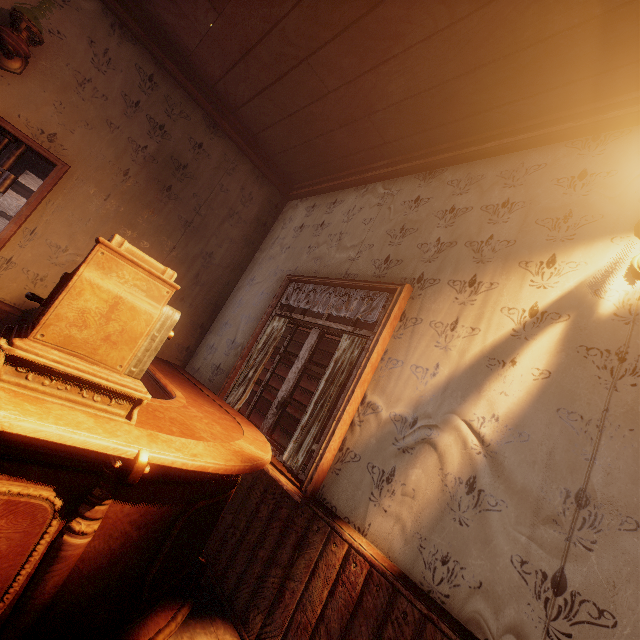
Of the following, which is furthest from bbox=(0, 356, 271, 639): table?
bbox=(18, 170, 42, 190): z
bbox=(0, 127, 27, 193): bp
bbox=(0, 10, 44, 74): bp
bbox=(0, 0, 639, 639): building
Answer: bbox=(0, 10, 44, 74): bp

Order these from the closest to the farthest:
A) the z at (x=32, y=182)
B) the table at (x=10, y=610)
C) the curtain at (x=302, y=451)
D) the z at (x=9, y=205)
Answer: the table at (x=10, y=610) → the curtain at (x=302, y=451) → the z at (x=9, y=205) → the z at (x=32, y=182)

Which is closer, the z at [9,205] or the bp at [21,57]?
the bp at [21,57]

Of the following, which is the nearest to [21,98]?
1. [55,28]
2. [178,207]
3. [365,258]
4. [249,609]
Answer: [55,28]

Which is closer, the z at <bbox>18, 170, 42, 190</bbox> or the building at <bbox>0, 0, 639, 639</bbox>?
the building at <bbox>0, 0, 639, 639</bbox>

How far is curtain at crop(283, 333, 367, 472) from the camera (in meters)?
2.24

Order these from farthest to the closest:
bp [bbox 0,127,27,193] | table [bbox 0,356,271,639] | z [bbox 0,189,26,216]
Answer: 1. z [bbox 0,189,26,216]
2. bp [bbox 0,127,27,193]
3. table [bbox 0,356,271,639]

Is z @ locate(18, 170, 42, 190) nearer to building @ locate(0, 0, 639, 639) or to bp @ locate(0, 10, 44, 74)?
building @ locate(0, 0, 639, 639)
